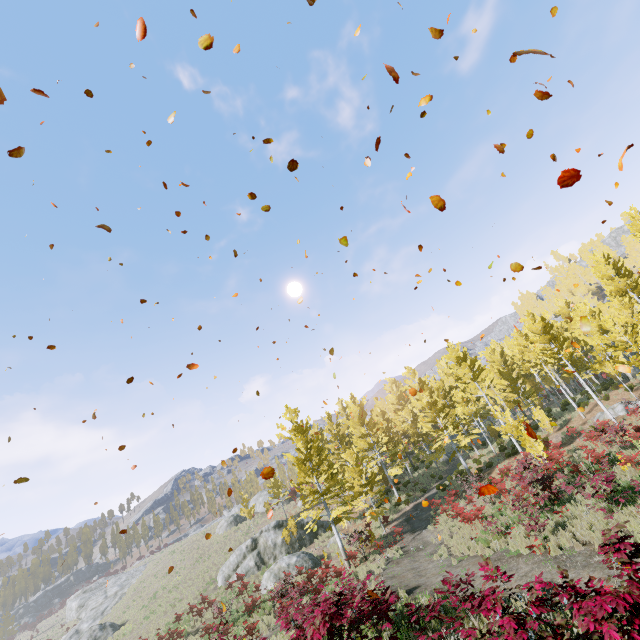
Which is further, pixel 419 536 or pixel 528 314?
pixel 528 314

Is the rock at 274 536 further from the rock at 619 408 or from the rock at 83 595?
the rock at 83 595

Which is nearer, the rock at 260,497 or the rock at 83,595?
the rock at 83,595

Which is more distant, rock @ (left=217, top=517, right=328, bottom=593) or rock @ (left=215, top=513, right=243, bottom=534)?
rock @ (left=215, top=513, right=243, bottom=534)

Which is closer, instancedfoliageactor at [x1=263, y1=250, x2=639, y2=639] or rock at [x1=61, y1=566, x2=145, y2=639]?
instancedfoliageactor at [x1=263, y1=250, x2=639, y2=639]

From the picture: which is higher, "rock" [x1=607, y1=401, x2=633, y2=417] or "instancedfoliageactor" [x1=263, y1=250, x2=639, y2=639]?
"instancedfoliageactor" [x1=263, y1=250, x2=639, y2=639]

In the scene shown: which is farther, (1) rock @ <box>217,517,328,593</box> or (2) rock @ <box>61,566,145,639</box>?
(2) rock @ <box>61,566,145,639</box>

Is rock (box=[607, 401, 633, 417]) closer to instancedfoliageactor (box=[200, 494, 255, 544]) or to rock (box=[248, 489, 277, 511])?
instancedfoliageactor (box=[200, 494, 255, 544])
